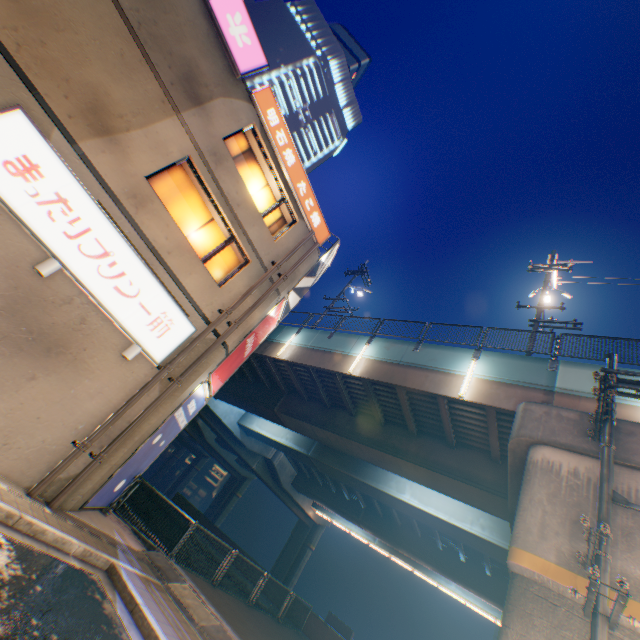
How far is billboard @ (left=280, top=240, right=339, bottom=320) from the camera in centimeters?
1431cm

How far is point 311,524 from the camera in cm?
Result: 4009

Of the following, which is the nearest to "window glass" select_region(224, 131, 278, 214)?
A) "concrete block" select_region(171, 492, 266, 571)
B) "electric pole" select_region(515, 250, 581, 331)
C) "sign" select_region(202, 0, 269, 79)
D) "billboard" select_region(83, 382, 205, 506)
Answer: "sign" select_region(202, 0, 269, 79)

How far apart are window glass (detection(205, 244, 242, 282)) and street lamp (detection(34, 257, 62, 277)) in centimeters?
330cm

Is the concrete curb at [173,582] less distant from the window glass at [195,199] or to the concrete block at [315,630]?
the window glass at [195,199]

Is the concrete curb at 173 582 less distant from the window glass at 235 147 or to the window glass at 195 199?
the window glass at 195 199

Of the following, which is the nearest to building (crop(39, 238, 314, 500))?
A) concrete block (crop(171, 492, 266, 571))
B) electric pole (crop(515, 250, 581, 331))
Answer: electric pole (crop(515, 250, 581, 331))

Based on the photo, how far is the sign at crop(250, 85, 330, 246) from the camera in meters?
11.2
